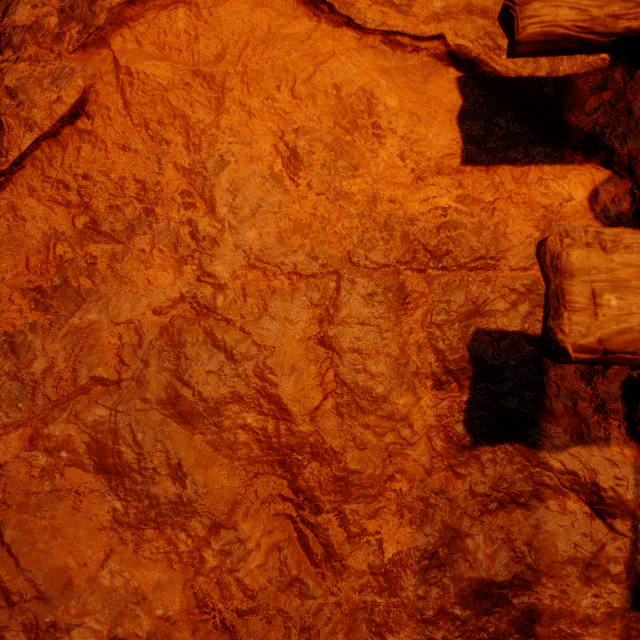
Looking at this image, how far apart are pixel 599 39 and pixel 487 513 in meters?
1.2 m
